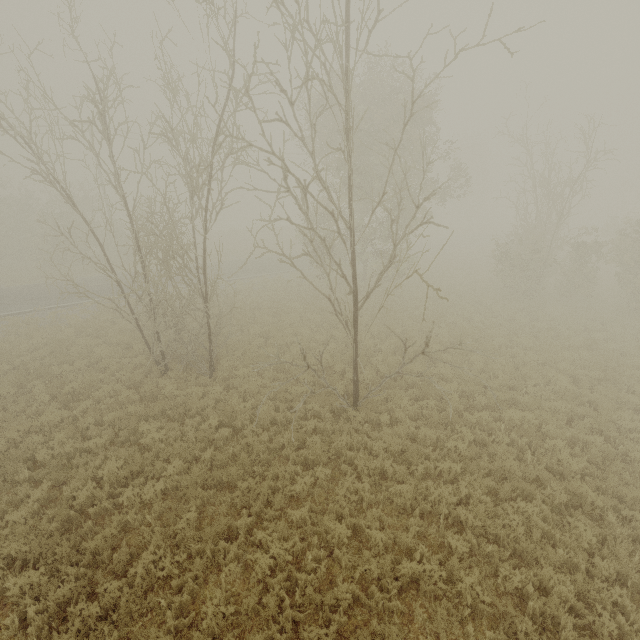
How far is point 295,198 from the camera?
8.27m

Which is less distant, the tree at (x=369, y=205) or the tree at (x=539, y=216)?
the tree at (x=369, y=205)

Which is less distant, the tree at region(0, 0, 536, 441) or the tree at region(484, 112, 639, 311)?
the tree at region(0, 0, 536, 441)
